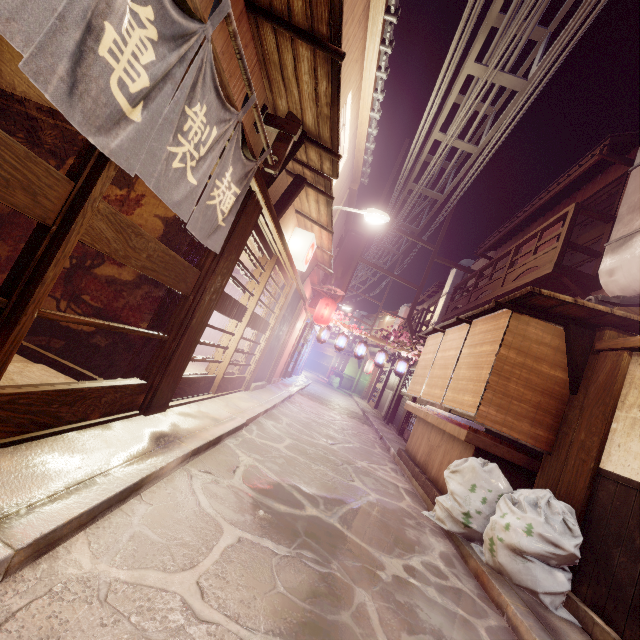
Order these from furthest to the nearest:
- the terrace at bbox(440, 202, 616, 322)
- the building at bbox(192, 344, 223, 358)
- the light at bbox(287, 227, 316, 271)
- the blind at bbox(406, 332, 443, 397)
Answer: the building at bbox(192, 344, 223, 358)
the blind at bbox(406, 332, 443, 397)
the light at bbox(287, 227, 316, 271)
the terrace at bbox(440, 202, 616, 322)

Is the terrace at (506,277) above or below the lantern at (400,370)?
above

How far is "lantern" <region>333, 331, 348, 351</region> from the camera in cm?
2284

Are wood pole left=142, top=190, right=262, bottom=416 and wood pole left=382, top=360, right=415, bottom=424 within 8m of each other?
no

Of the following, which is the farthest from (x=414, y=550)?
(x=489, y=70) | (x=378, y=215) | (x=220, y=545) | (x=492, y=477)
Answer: (x=489, y=70)

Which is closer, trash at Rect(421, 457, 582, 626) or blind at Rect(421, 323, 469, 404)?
trash at Rect(421, 457, 582, 626)

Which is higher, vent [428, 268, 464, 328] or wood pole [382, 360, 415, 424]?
→ vent [428, 268, 464, 328]

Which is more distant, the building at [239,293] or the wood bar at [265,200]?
the building at [239,293]
